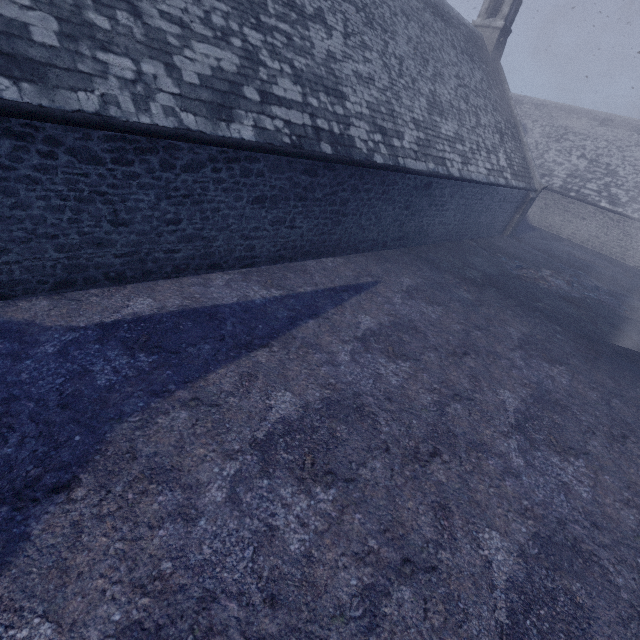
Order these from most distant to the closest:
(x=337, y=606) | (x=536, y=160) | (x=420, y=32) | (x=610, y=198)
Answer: (x=536, y=160), (x=610, y=198), (x=420, y=32), (x=337, y=606)
